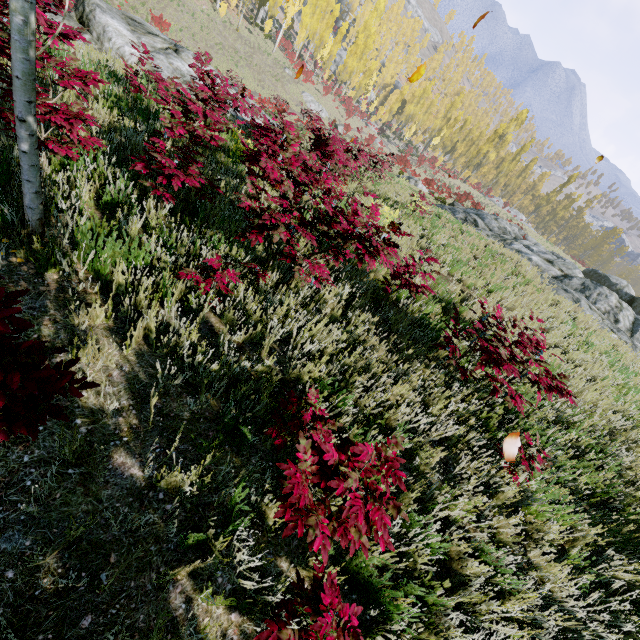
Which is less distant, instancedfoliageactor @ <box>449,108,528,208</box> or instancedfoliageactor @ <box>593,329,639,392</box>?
instancedfoliageactor @ <box>593,329,639,392</box>

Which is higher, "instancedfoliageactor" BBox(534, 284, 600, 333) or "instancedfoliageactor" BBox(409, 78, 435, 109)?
"instancedfoliageactor" BBox(409, 78, 435, 109)

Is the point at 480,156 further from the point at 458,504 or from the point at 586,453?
the point at 458,504

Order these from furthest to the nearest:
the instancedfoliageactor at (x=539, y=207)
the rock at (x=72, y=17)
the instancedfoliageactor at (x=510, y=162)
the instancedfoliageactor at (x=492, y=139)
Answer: the instancedfoliageactor at (x=539, y=207) < the instancedfoliageactor at (x=510, y=162) < the instancedfoliageactor at (x=492, y=139) < the rock at (x=72, y=17)

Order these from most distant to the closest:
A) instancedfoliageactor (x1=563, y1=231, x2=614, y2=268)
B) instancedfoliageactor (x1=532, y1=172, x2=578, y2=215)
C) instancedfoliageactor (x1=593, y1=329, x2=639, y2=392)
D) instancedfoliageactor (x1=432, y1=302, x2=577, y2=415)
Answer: instancedfoliageactor (x1=532, y1=172, x2=578, y2=215) < instancedfoliageactor (x1=563, y1=231, x2=614, y2=268) < instancedfoliageactor (x1=593, y1=329, x2=639, y2=392) < instancedfoliageactor (x1=432, y1=302, x2=577, y2=415)

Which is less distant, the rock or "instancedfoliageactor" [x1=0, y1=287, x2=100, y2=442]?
"instancedfoliageactor" [x1=0, y1=287, x2=100, y2=442]

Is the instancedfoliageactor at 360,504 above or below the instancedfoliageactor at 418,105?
below
